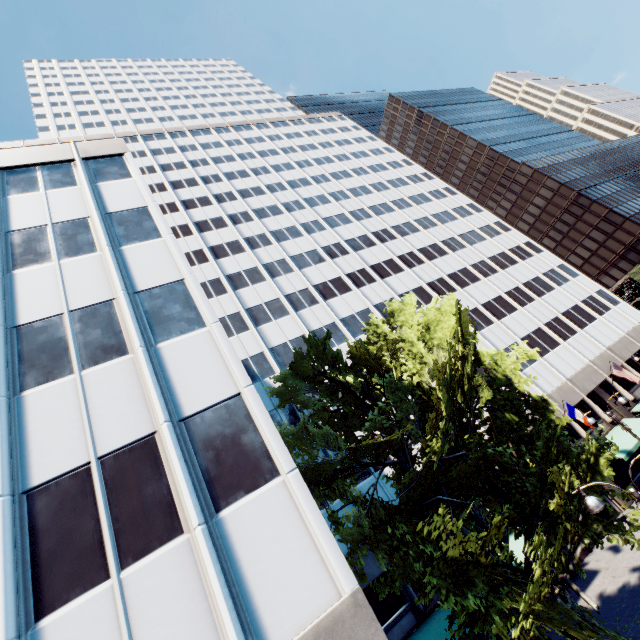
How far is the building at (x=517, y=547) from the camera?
20.07m

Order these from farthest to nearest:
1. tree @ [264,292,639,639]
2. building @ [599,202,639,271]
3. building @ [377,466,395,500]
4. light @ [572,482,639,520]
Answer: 1. building @ [599,202,639,271]
2. building @ [377,466,395,500]
3. tree @ [264,292,639,639]
4. light @ [572,482,639,520]

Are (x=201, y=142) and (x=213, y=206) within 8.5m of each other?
no

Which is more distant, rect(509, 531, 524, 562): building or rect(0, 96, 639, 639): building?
rect(509, 531, 524, 562): building

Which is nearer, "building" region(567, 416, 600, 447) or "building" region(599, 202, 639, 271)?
"building" region(567, 416, 600, 447)

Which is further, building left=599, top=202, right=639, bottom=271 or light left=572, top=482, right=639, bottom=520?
building left=599, top=202, right=639, bottom=271

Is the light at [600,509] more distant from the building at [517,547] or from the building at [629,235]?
the building at [629,235]
